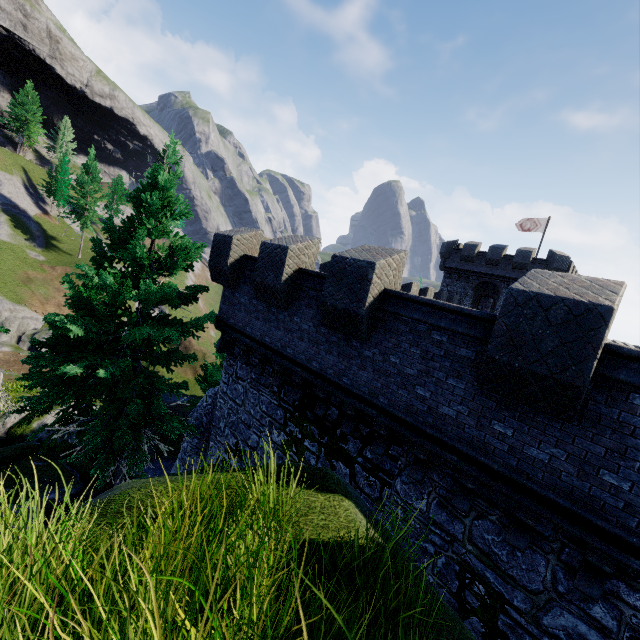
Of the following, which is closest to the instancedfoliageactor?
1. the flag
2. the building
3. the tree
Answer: the tree

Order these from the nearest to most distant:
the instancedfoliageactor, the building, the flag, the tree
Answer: the tree, the building, the flag, the instancedfoliageactor

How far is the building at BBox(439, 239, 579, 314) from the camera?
29.60m

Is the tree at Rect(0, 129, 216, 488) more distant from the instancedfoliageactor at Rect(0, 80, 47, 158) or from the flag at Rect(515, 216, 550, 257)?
the instancedfoliageactor at Rect(0, 80, 47, 158)

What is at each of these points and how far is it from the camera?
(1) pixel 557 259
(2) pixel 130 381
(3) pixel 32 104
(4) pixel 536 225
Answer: (1) building, 28.5 meters
(2) tree, 10.1 meters
(3) instancedfoliageactor, 54.1 meters
(4) flag, 32.2 meters

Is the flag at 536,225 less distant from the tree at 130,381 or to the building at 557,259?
the building at 557,259

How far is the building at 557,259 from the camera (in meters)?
29.60
